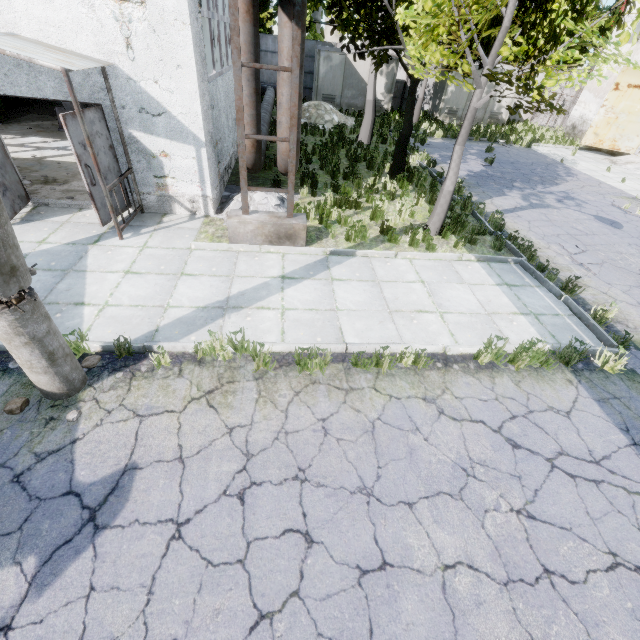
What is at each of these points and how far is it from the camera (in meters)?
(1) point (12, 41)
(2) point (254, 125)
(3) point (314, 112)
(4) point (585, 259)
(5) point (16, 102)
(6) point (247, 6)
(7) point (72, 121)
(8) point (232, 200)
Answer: (1) awning, 5.35
(2) pipe, 7.55
(3) concrete debris, 18.50
(4) asphalt debris, 8.48
(5) boiler tank, 14.69
(6) pipe, 6.21
(7) door, 6.05
(8) concrete debris, 8.66

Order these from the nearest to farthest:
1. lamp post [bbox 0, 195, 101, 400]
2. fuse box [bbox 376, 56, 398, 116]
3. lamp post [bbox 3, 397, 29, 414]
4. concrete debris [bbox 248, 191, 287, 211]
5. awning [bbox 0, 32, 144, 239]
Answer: lamp post [bbox 0, 195, 101, 400] → lamp post [bbox 3, 397, 29, 414] → awning [bbox 0, 32, 144, 239] → concrete debris [bbox 248, 191, 287, 211] → fuse box [bbox 376, 56, 398, 116]

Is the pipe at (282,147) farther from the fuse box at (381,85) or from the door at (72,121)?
the door at (72,121)

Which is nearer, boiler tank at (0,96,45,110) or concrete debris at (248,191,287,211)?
concrete debris at (248,191,287,211)

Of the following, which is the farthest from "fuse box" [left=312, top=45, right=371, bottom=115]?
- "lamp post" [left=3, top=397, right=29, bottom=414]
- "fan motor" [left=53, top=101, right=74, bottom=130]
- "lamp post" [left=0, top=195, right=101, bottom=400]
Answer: "lamp post" [left=3, top=397, right=29, bottom=414]

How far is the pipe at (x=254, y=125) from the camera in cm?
698

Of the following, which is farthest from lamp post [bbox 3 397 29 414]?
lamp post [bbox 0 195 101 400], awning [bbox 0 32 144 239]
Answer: awning [bbox 0 32 144 239]

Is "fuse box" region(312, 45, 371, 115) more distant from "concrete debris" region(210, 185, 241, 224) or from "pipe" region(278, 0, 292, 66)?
"concrete debris" region(210, 185, 241, 224)
